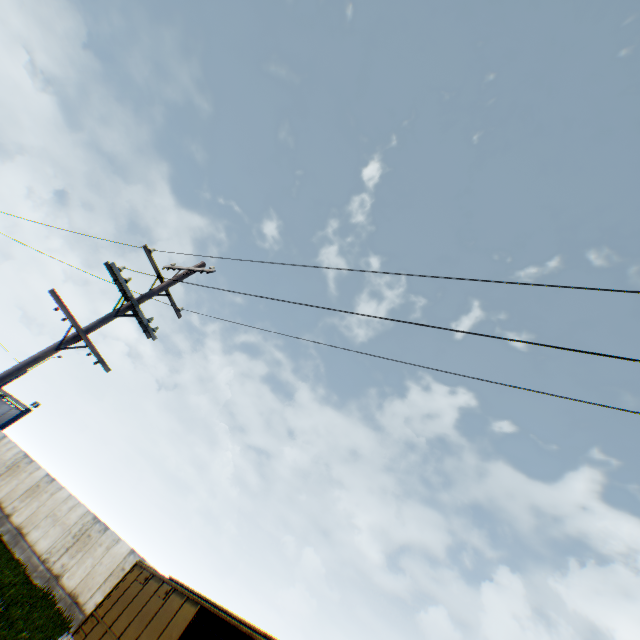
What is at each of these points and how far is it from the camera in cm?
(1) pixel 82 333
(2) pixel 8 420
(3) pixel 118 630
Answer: (1) electric pole, 747
(2) metal gate, 2953
(3) train, 949

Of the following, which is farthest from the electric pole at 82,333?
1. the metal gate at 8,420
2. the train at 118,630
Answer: the metal gate at 8,420

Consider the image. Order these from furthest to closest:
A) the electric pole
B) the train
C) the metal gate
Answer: the metal gate < the train < the electric pole

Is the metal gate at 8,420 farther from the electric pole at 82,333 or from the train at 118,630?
the electric pole at 82,333

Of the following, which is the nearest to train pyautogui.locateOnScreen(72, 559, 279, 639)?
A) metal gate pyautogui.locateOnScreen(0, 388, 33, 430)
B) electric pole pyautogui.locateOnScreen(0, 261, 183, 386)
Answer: electric pole pyautogui.locateOnScreen(0, 261, 183, 386)

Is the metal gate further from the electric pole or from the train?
the electric pole

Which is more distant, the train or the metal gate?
the metal gate
